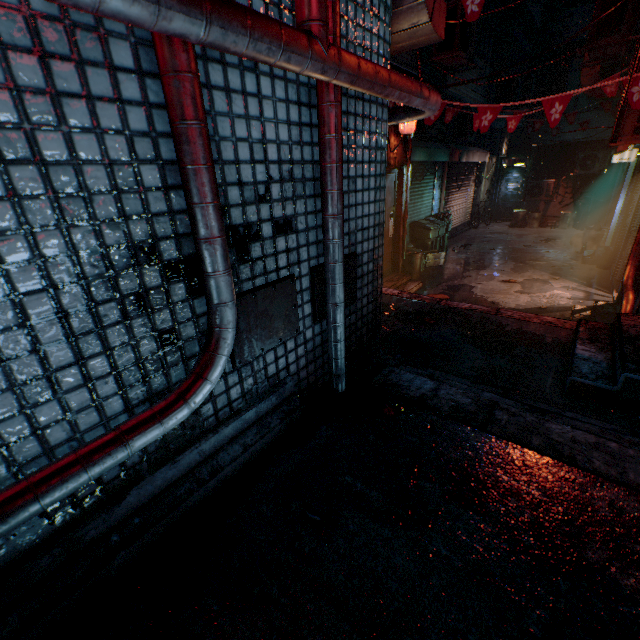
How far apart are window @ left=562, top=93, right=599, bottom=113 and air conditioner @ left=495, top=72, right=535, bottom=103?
3.81m

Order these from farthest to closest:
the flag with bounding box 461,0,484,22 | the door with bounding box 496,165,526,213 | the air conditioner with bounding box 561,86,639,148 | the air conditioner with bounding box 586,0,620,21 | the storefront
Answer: the door with bounding box 496,165,526,213
the storefront
the air conditioner with bounding box 586,0,620,21
the air conditioner with bounding box 561,86,639,148
the flag with bounding box 461,0,484,22

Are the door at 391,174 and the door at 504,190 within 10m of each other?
no

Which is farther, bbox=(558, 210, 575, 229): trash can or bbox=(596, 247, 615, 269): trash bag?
bbox=(558, 210, 575, 229): trash can

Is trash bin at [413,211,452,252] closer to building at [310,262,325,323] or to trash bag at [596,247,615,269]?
trash bag at [596,247,615,269]

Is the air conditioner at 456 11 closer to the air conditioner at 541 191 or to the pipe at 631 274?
the pipe at 631 274

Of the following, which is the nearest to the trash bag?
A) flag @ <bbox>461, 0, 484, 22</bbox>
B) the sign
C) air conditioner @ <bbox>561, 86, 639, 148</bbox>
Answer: the sign

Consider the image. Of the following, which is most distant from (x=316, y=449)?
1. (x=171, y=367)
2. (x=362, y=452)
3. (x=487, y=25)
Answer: (x=487, y=25)
